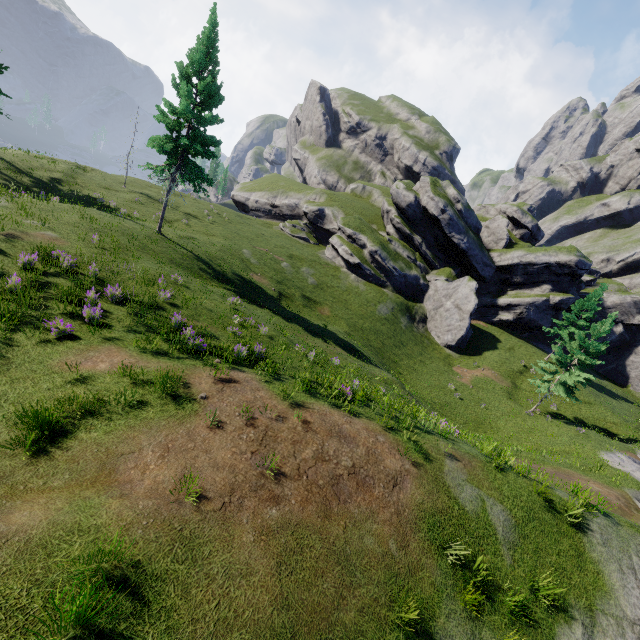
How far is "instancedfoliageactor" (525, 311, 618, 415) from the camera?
26.5 meters

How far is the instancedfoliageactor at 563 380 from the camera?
26.5 meters

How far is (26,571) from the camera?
4.6 meters
